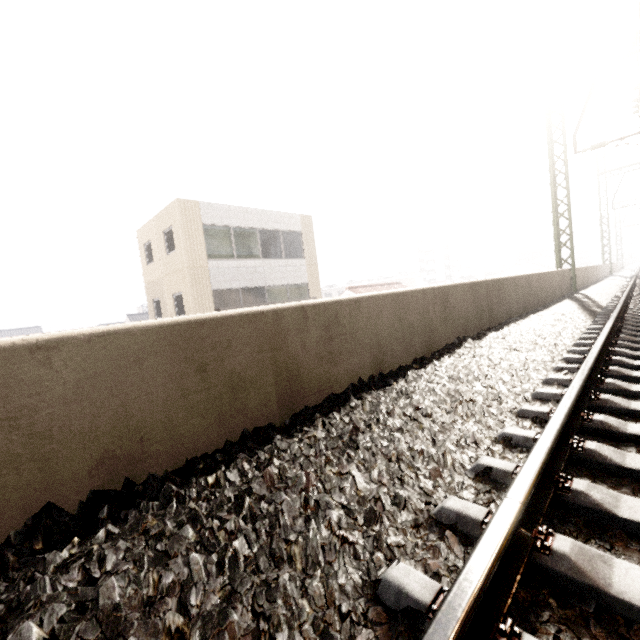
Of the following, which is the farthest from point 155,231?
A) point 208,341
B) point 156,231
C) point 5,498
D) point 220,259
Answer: point 5,498
